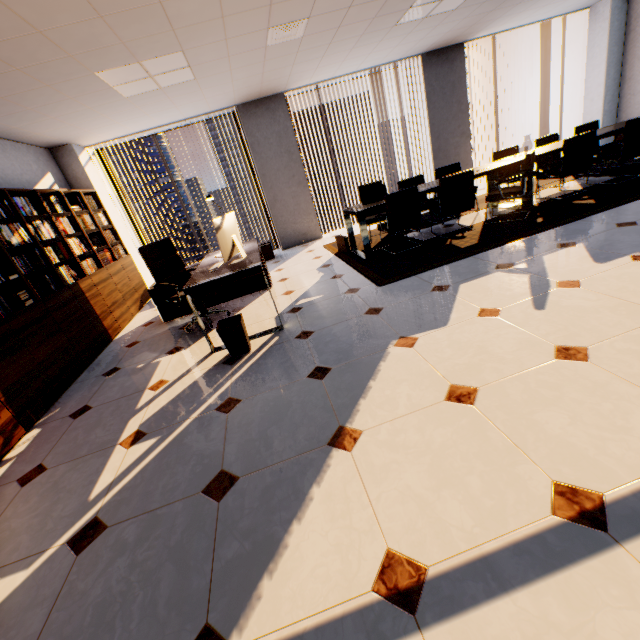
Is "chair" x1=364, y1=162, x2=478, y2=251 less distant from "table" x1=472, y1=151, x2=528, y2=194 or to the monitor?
"table" x1=472, y1=151, x2=528, y2=194

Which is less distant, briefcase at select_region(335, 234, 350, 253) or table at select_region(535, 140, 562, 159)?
table at select_region(535, 140, 562, 159)

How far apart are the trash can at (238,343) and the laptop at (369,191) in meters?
2.9 m

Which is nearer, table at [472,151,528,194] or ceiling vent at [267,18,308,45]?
ceiling vent at [267,18,308,45]

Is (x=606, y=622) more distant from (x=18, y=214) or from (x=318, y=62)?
(x=318, y=62)

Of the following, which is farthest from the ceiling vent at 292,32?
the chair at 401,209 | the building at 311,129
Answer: the building at 311,129

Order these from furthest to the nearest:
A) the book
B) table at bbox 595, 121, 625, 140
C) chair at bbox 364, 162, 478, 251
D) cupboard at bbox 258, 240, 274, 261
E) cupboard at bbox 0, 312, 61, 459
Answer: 1. cupboard at bbox 258, 240, 274, 261
2. table at bbox 595, 121, 625, 140
3. chair at bbox 364, 162, 478, 251
4. the book
5. cupboard at bbox 0, 312, 61, 459

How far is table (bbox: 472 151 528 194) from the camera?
4.86m
